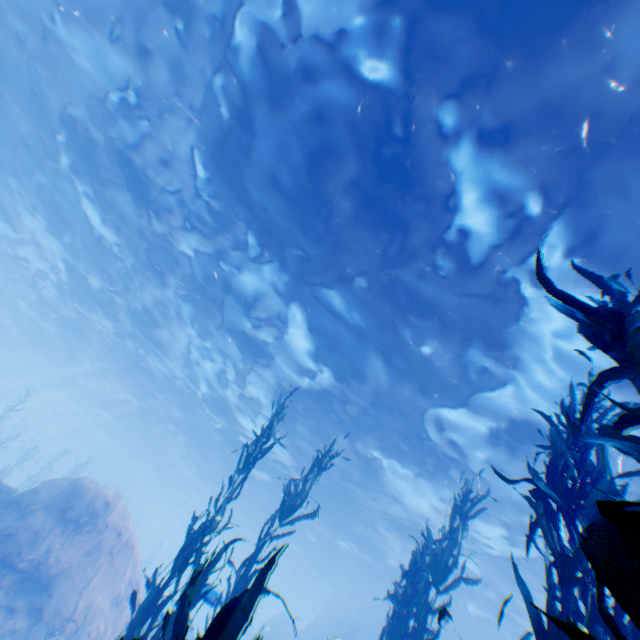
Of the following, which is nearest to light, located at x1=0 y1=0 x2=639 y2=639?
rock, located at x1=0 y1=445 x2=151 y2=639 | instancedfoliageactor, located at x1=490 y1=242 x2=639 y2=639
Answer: rock, located at x1=0 y1=445 x2=151 y2=639

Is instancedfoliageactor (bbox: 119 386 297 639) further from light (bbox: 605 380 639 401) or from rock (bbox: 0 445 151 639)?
light (bbox: 605 380 639 401)

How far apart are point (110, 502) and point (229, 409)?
8.33m

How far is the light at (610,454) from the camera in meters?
9.7

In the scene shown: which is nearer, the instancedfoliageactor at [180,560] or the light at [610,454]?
the instancedfoliageactor at [180,560]

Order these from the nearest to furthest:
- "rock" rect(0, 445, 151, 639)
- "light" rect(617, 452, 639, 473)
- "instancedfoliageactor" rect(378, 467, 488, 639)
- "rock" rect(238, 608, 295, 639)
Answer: "instancedfoliageactor" rect(378, 467, 488, 639) < "light" rect(617, 452, 639, 473) < "rock" rect(0, 445, 151, 639) < "rock" rect(238, 608, 295, 639)

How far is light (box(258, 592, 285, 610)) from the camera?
49.1 meters
